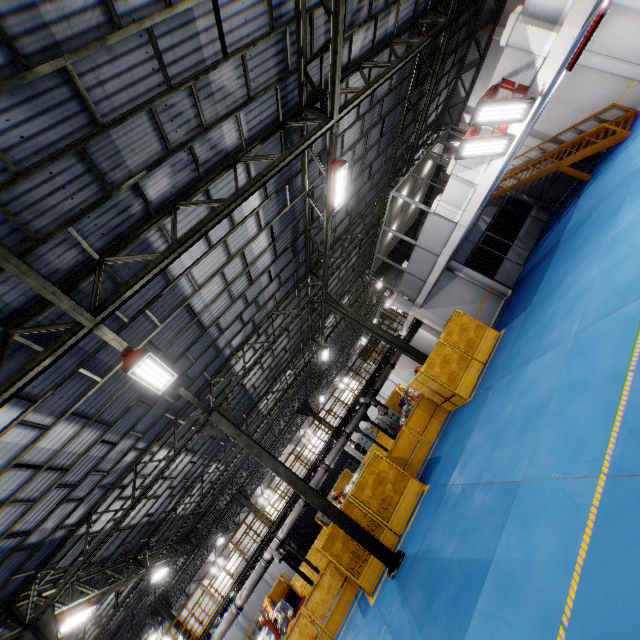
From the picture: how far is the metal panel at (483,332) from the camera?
11.81m

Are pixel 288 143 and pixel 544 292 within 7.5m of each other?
no

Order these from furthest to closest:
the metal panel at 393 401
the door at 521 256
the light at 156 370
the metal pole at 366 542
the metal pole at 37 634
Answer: the metal panel at 393 401, the door at 521 256, the metal pole at 366 542, the metal pole at 37 634, the light at 156 370

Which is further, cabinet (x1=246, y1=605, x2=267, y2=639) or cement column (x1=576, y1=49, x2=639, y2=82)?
cabinet (x1=246, y1=605, x2=267, y2=639)

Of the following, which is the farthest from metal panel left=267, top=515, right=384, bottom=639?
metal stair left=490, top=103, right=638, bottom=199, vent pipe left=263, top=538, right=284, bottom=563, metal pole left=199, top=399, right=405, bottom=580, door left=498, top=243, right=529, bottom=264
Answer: metal stair left=490, top=103, right=638, bottom=199

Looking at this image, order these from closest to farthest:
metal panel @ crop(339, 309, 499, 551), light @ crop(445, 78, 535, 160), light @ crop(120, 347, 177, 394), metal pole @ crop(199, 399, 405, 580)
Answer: light @ crop(120, 347, 177, 394)
light @ crop(445, 78, 535, 160)
metal pole @ crop(199, 399, 405, 580)
metal panel @ crop(339, 309, 499, 551)

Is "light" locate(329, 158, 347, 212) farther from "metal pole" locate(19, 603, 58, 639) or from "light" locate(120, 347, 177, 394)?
"metal pole" locate(19, 603, 58, 639)

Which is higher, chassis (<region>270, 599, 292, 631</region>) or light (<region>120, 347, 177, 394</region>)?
light (<region>120, 347, 177, 394</region>)
